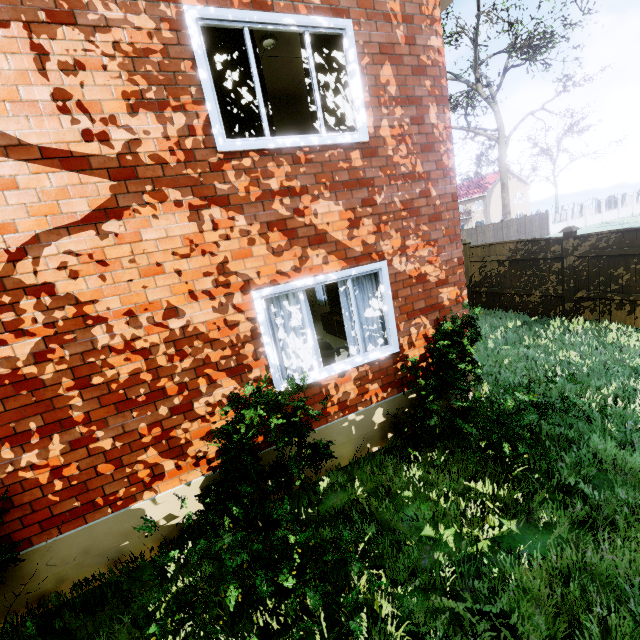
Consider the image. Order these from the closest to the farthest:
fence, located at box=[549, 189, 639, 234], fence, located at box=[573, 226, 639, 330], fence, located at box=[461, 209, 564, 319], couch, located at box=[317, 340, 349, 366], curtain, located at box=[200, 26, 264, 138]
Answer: curtain, located at box=[200, 26, 264, 138]
couch, located at box=[317, 340, 349, 366]
fence, located at box=[573, 226, 639, 330]
fence, located at box=[461, 209, 564, 319]
fence, located at box=[549, 189, 639, 234]

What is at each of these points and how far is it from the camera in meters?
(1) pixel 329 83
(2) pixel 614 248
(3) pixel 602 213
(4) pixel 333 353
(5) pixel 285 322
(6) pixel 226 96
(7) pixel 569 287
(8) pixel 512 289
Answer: (1) curtain, 4.1
(2) fence, 7.2
(3) fence, 36.3
(4) couch, 5.4
(5) curtain, 4.3
(6) curtain, 3.7
(7) fence post, 8.2
(8) fence, 9.7

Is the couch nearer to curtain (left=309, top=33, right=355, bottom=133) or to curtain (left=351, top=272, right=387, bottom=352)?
curtain (left=351, top=272, right=387, bottom=352)

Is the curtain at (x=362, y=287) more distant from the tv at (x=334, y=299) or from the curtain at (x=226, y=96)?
the tv at (x=334, y=299)

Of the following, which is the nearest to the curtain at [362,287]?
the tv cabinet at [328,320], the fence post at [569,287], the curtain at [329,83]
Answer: the curtain at [329,83]

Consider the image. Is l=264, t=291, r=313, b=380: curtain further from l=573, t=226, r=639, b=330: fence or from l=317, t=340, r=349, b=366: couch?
l=573, t=226, r=639, b=330: fence

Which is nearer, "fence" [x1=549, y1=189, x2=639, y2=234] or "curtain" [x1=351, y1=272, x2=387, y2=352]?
"curtain" [x1=351, y1=272, x2=387, y2=352]

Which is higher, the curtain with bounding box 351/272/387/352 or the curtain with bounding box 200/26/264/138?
the curtain with bounding box 200/26/264/138
